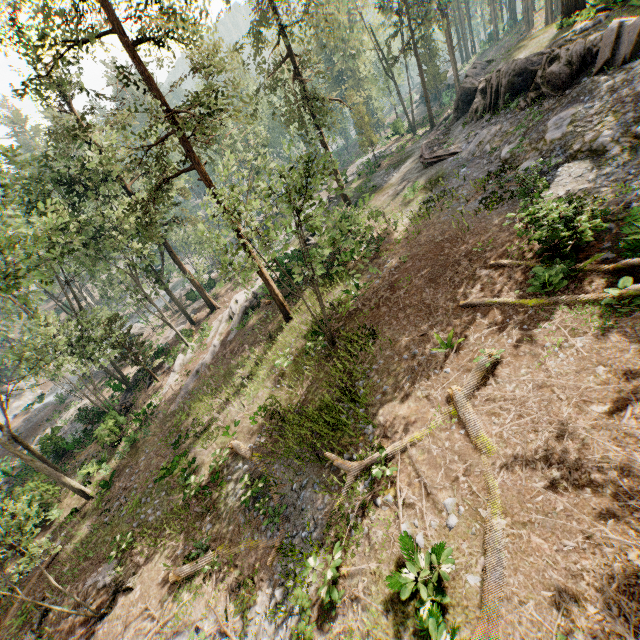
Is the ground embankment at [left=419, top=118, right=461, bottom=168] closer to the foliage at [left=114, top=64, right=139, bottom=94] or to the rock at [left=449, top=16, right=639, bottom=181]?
the rock at [left=449, top=16, right=639, bottom=181]

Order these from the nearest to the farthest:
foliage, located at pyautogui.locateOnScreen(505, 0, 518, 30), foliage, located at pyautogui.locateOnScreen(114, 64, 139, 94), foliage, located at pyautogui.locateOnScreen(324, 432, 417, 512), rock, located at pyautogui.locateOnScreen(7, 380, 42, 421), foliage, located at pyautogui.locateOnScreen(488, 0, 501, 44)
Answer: foliage, located at pyautogui.locateOnScreen(324, 432, 417, 512), foliage, located at pyautogui.locateOnScreen(114, 64, 139, 94), rock, located at pyautogui.locateOnScreen(7, 380, 42, 421), foliage, located at pyautogui.locateOnScreen(488, 0, 501, 44), foliage, located at pyautogui.locateOnScreen(505, 0, 518, 30)

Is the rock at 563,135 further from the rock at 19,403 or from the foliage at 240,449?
the rock at 19,403

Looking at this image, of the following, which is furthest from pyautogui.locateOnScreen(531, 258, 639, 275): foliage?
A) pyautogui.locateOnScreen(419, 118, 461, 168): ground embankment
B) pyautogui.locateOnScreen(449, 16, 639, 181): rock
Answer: pyautogui.locateOnScreen(419, 118, 461, 168): ground embankment

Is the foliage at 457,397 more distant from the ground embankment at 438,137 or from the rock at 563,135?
the ground embankment at 438,137

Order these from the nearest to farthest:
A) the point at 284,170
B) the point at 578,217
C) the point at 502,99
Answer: the point at 578,217, the point at 284,170, the point at 502,99

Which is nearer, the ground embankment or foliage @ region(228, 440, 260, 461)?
foliage @ region(228, 440, 260, 461)

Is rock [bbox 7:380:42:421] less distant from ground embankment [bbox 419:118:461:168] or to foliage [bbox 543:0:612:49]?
foliage [bbox 543:0:612:49]
